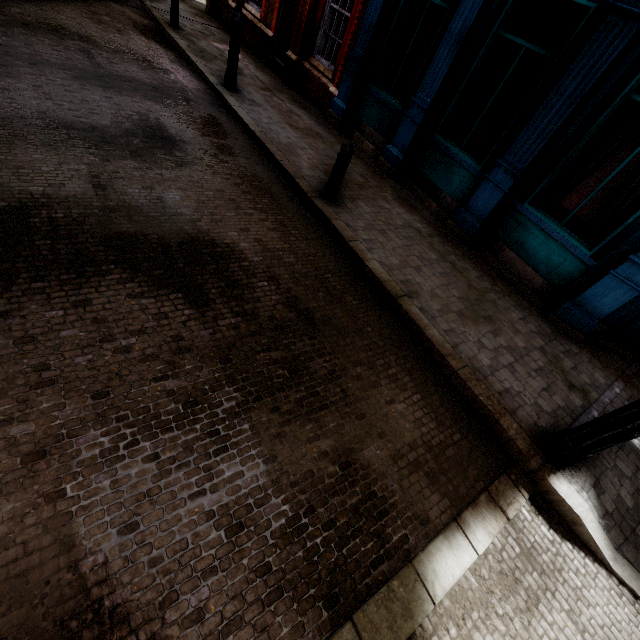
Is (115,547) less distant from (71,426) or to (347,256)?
(71,426)

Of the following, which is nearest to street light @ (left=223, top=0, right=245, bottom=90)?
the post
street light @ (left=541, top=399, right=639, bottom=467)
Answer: the post

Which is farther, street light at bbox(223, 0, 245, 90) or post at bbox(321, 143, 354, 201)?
street light at bbox(223, 0, 245, 90)

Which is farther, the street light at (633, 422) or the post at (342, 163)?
the post at (342, 163)

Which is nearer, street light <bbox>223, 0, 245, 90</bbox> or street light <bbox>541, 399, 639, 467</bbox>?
street light <bbox>541, 399, 639, 467</bbox>

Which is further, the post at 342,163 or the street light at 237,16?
the street light at 237,16

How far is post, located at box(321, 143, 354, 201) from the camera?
5.2m

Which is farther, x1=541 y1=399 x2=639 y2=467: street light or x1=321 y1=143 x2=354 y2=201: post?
x1=321 y1=143 x2=354 y2=201: post
